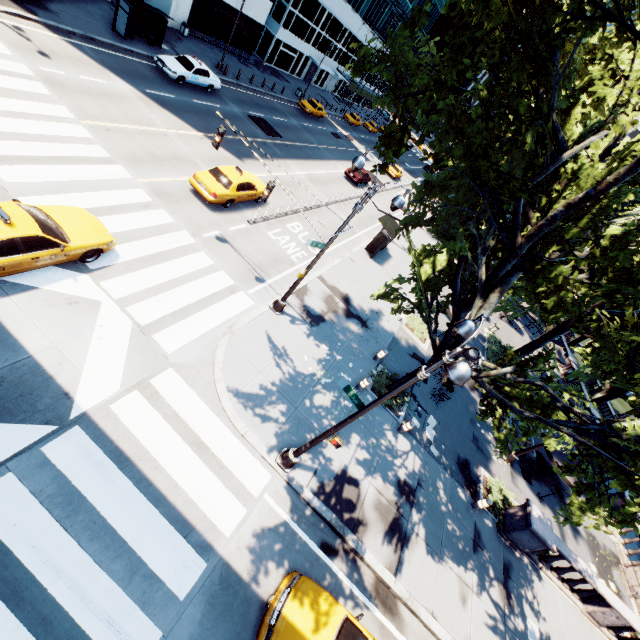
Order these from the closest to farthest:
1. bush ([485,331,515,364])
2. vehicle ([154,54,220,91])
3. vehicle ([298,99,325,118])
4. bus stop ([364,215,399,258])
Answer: vehicle ([154,54,220,91]) → bus stop ([364,215,399,258]) → bush ([485,331,515,364]) → vehicle ([298,99,325,118])

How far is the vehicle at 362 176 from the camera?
33.0 meters

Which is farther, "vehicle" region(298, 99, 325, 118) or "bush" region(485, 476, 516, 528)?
"vehicle" region(298, 99, 325, 118)

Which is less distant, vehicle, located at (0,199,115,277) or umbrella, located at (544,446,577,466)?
vehicle, located at (0,199,115,277)

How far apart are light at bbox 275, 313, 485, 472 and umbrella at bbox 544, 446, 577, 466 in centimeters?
1487cm

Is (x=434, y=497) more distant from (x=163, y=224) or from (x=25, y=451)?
(x=163, y=224)

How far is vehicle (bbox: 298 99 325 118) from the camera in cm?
3925

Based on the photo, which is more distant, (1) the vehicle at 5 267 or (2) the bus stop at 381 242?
(2) the bus stop at 381 242
